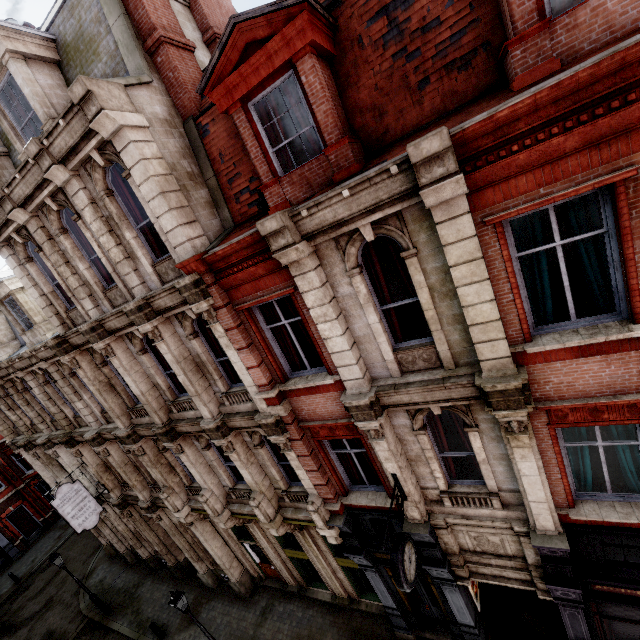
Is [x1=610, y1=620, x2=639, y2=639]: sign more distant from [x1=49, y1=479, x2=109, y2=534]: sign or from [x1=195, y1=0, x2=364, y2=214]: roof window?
[x1=49, y1=479, x2=109, y2=534]: sign

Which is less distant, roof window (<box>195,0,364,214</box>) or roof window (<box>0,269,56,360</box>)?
roof window (<box>195,0,364,214</box>)

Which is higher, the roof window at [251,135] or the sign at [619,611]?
the roof window at [251,135]

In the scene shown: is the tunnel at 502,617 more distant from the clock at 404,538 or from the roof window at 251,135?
the roof window at 251,135

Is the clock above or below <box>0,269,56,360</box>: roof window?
below

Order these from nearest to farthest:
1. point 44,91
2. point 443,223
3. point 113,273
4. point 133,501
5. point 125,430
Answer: point 443,223 < point 44,91 < point 113,273 < point 125,430 < point 133,501

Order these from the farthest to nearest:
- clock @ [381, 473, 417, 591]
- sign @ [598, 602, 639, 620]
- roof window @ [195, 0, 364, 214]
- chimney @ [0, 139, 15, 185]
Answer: chimney @ [0, 139, 15, 185], sign @ [598, 602, 639, 620], clock @ [381, 473, 417, 591], roof window @ [195, 0, 364, 214]

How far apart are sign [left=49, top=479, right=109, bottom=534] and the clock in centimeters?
1478cm
